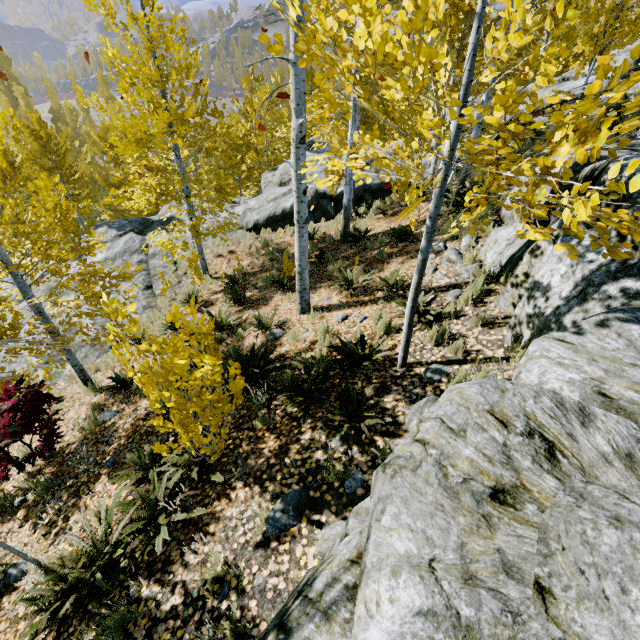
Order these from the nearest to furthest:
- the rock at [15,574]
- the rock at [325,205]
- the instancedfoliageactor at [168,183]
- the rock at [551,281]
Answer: the rock at [551,281] < the instancedfoliageactor at [168,183] < the rock at [15,574] < the rock at [325,205]

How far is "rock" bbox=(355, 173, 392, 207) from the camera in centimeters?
1324cm

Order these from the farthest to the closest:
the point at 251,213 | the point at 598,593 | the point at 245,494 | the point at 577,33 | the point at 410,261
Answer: the point at 251,213 < the point at 577,33 < the point at 410,261 < the point at 245,494 < the point at 598,593

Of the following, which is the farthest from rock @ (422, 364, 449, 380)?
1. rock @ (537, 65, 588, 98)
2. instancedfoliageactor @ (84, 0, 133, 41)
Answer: rock @ (537, 65, 588, 98)

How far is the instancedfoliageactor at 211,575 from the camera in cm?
283

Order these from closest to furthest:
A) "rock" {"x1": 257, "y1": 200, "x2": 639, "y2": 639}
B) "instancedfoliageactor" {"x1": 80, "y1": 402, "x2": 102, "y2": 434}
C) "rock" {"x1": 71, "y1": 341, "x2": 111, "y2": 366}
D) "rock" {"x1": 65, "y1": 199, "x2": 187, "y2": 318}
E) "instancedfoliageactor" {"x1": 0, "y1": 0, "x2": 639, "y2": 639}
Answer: "rock" {"x1": 257, "y1": 200, "x2": 639, "y2": 639} → "instancedfoliageactor" {"x1": 0, "y1": 0, "x2": 639, "y2": 639} → "instancedfoliageactor" {"x1": 80, "y1": 402, "x2": 102, "y2": 434} → "rock" {"x1": 71, "y1": 341, "x2": 111, "y2": 366} → "rock" {"x1": 65, "y1": 199, "x2": 187, "y2": 318}

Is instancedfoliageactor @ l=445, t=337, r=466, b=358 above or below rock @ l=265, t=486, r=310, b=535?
above

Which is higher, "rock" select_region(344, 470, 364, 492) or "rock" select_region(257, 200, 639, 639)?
"rock" select_region(257, 200, 639, 639)
